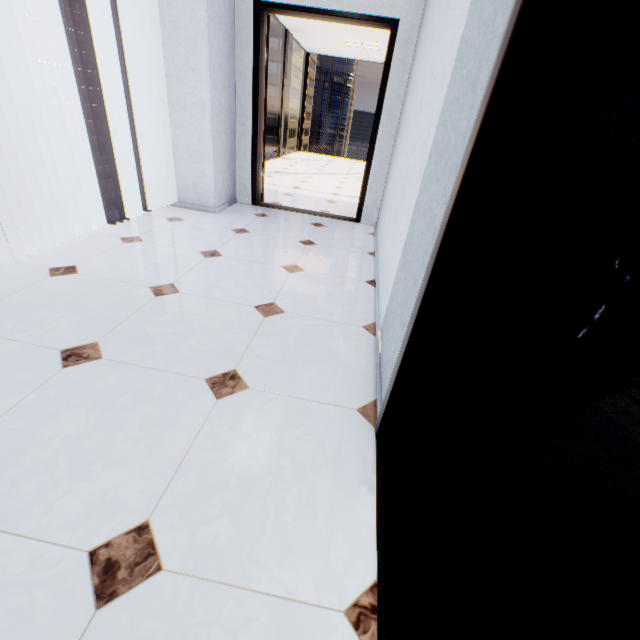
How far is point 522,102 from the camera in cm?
74

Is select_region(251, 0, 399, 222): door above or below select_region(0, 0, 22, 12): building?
below

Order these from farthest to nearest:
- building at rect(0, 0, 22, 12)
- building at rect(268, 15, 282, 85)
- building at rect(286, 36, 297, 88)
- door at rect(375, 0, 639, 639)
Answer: building at rect(0, 0, 22, 12) < building at rect(286, 36, 297, 88) < building at rect(268, 15, 282, 85) < door at rect(375, 0, 639, 639)

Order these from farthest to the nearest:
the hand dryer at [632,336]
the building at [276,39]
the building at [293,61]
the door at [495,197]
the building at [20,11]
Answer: the building at [20,11], the building at [293,61], the building at [276,39], the hand dryer at [632,336], the door at [495,197]

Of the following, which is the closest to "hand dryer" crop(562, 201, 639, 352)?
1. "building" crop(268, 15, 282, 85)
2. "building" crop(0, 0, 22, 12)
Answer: "building" crop(268, 15, 282, 85)

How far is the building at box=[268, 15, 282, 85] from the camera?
55.78m

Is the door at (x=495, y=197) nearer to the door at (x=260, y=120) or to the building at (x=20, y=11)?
the door at (x=260, y=120)

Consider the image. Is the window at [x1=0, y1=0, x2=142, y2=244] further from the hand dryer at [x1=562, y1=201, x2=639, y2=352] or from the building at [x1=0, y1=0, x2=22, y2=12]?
the building at [x1=0, y1=0, x2=22, y2=12]
